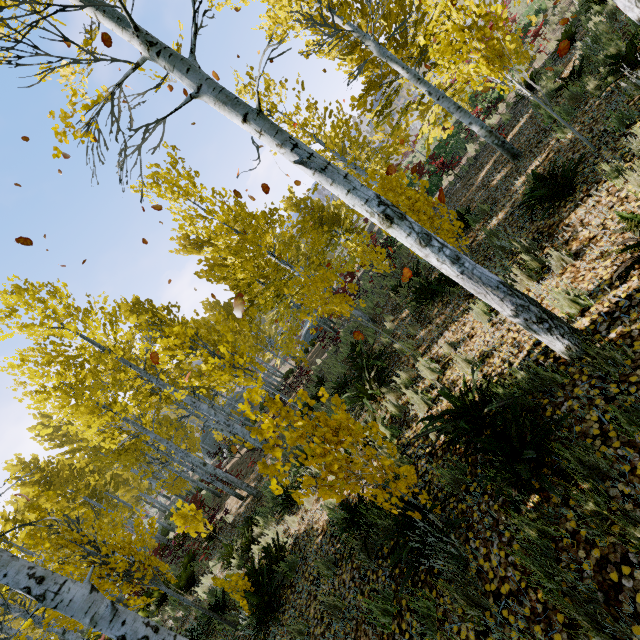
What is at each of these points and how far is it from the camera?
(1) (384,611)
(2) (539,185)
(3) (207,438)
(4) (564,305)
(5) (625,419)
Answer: (1) instancedfoliageactor, 3.29m
(2) instancedfoliageactor, 4.92m
(3) rock, 37.38m
(4) instancedfoliageactor, 3.38m
(5) instancedfoliageactor, 2.31m

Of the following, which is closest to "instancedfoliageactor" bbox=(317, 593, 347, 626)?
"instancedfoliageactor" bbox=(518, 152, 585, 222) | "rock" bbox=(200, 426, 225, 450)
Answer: "rock" bbox=(200, 426, 225, 450)

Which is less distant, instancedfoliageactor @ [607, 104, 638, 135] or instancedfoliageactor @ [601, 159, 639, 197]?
instancedfoliageactor @ [601, 159, 639, 197]

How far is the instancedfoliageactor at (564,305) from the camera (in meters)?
3.29

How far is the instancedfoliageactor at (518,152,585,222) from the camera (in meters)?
4.46

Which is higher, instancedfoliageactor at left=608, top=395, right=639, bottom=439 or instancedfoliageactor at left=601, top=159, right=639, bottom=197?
instancedfoliageactor at left=601, top=159, right=639, bottom=197

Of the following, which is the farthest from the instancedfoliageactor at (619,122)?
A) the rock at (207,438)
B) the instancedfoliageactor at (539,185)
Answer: the instancedfoliageactor at (539,185)
